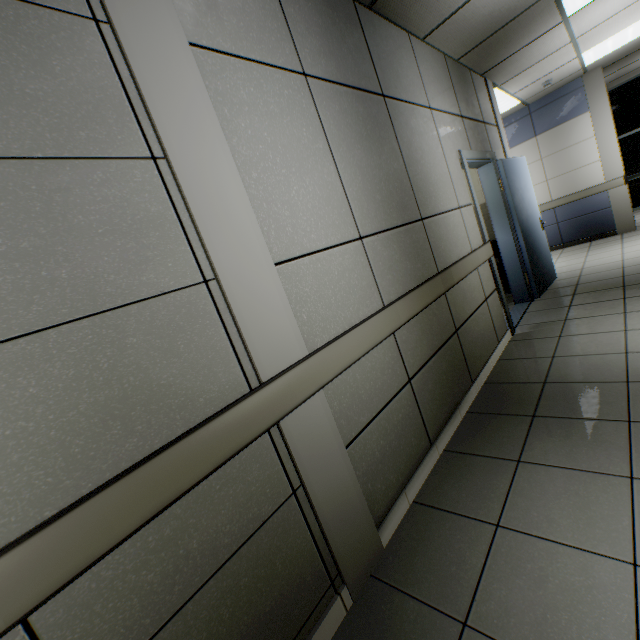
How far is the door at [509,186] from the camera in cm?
375

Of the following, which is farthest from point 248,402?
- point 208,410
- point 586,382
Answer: point 586,382

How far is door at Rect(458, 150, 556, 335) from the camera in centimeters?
375cm
